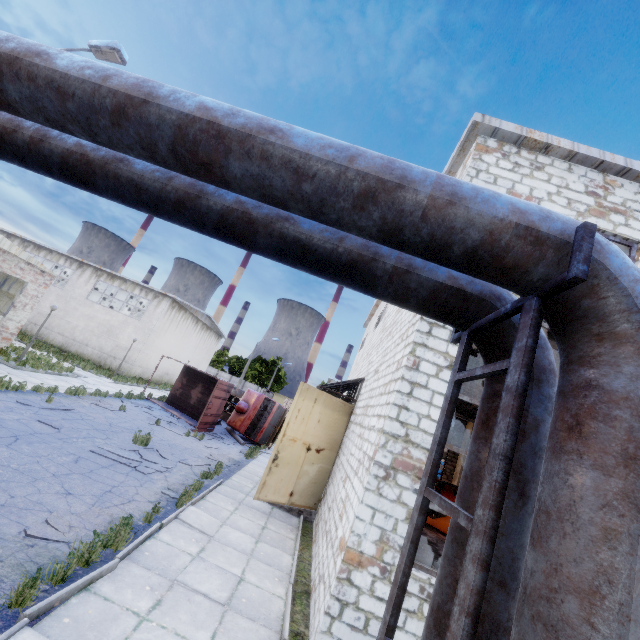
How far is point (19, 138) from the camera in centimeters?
343cm

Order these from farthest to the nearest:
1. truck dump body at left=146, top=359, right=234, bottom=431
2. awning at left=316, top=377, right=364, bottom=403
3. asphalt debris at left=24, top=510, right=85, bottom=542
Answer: truck dump body at left=146, top=359, right=234, bottom=431
awning at left=316, top=377, right=364, bottom=403
asphalt debris at left=24, top=510, right=85, bottom=542

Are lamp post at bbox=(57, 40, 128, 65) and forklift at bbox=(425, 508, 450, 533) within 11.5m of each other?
no

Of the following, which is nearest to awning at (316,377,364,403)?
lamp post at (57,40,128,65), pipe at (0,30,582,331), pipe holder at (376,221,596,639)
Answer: pipe holder at (376,221,596,639)

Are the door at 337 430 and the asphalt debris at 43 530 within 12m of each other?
yes

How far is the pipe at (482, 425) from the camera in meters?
2.7 m

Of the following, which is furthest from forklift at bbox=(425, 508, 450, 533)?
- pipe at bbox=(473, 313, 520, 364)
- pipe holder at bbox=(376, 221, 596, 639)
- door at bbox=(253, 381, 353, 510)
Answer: pipe holder at bbox=(376, 221, 596, 639)

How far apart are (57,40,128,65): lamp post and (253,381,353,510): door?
10.4m
